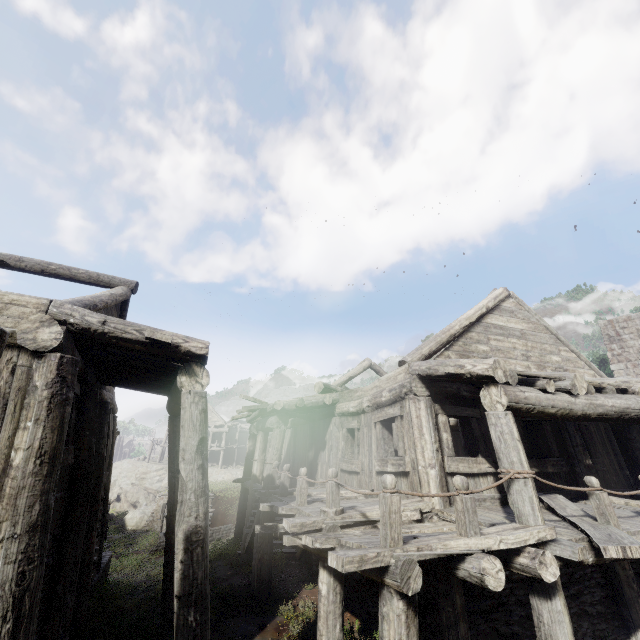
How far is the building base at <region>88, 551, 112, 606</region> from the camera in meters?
8.9 m

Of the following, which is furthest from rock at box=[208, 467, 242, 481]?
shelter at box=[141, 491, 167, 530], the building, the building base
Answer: the building base

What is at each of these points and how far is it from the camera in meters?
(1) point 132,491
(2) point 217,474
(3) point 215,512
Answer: (1) rock, 39.3
(2) rock, 39.8
(3) shelter, 23.4

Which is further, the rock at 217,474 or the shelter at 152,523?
the rock at 217,474

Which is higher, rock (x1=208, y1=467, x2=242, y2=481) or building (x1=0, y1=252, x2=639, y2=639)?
building (x1=0, y1=252, x2=639, y2=639)

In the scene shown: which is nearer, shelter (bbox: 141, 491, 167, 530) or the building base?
the building base

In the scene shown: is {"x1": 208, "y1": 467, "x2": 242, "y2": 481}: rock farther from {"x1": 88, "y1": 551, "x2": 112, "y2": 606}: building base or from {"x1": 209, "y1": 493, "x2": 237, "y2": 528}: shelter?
{"x1": 88, "y1": 551, "x2": 112, "y2": 606}: building base

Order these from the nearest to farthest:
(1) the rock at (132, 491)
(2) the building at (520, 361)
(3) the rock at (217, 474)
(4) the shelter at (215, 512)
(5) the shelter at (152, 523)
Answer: (2) the building at (520, 361) < (4) the shelter at (215, 512) < (5) the shelter at (152, 523) < (3) the rock at (217, 474) < (1) the rock at (132, 491)
